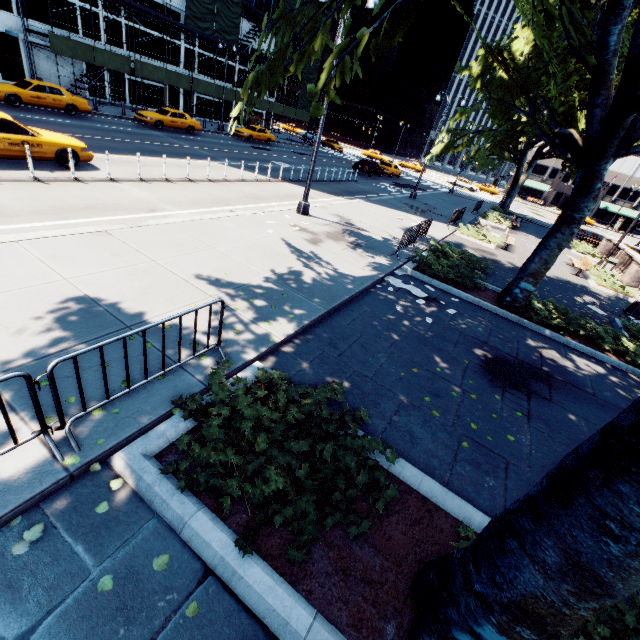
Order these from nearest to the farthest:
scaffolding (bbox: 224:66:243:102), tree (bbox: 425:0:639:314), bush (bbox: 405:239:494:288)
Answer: tree (bbox: 425:0:639:314), bush (bbox: 405:239:494:288), scaffolding (bbox: 224:66:243:102)

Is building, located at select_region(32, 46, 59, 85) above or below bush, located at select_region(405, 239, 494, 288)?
above

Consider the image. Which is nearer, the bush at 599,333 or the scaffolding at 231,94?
the bush at 599,333

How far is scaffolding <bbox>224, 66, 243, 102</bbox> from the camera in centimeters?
3581cm

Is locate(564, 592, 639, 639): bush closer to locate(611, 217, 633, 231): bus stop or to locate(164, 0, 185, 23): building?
locate(164, 0, 185, 23): building

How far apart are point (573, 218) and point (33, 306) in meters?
13.1

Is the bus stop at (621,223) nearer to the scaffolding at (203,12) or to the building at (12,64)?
the scaffolding at (203,12)

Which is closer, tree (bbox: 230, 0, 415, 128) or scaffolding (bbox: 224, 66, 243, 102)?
tree (bbox: 230, 0, 415, 128)
